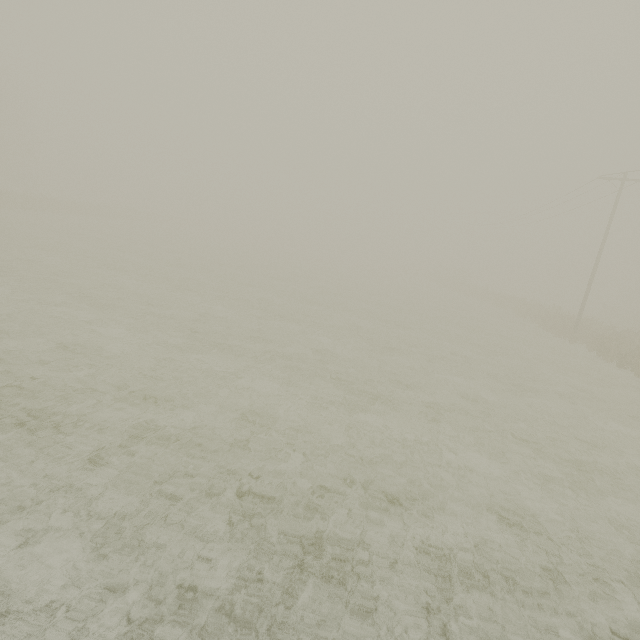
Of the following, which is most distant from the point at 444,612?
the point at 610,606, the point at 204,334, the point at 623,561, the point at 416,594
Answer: the point at 204,334
